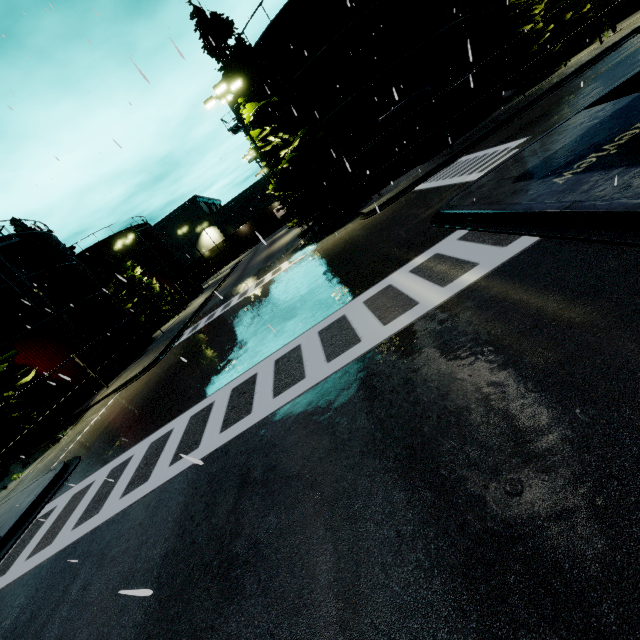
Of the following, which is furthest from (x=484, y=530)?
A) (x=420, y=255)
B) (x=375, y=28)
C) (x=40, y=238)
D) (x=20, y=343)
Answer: (x=40, y=238)

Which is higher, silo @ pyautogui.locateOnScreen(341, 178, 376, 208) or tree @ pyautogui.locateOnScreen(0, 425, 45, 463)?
tree @ pyautogui.locateOnScreen(0, 425, 45, 463)

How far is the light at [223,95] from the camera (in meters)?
17.48

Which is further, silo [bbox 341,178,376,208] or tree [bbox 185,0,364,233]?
silo [bbox 341,178,376,208]

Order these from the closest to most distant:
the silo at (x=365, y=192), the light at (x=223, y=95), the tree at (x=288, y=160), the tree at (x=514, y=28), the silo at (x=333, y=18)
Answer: the light at (x=223, y=95)
the tree at (x=288, y=160)
the silo at (x=333, y=18)
the tree at (x=514, y=28)
the silo at (x=365, y=192)

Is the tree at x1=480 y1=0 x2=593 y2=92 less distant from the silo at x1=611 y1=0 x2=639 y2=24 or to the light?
the light

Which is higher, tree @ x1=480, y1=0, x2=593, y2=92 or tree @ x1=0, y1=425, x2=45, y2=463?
tree @ x1=480, y1=0, x2=593, y2=92
